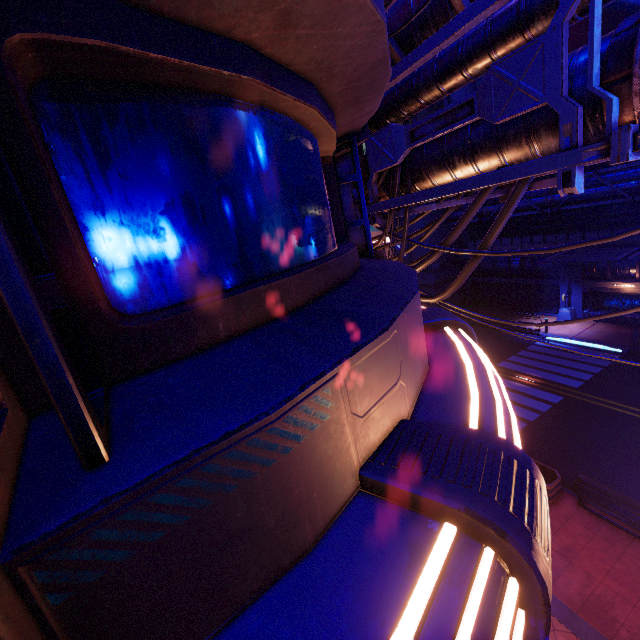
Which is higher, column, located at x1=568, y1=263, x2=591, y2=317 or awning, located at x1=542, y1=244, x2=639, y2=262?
awning, located at x1=542, y1=244, x2=639, y2=262

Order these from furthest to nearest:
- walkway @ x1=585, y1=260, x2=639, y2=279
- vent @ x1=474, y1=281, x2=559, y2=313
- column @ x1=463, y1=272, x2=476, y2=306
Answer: column @ x1=463, y1=272, x2=476, y2=306
vent @ x1=474, y1=281, x2=559, y2=313
walkway @ x1=585, y1=260, x2=639, y2=279

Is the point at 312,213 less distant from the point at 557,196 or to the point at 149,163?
the point at 149,163

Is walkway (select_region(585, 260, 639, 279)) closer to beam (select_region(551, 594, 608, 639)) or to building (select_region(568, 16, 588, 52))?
building (select_region(568, 16, 588, 52))

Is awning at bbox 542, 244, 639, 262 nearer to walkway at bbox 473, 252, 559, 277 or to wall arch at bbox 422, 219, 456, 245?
walkway at bbox 473, 252, 559, 277

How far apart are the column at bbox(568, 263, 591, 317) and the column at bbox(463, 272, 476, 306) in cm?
788

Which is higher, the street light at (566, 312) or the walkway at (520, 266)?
the walkway at (520, 266)

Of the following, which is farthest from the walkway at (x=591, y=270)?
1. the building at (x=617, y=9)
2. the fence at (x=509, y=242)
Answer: the building at (x=617, y=9)
